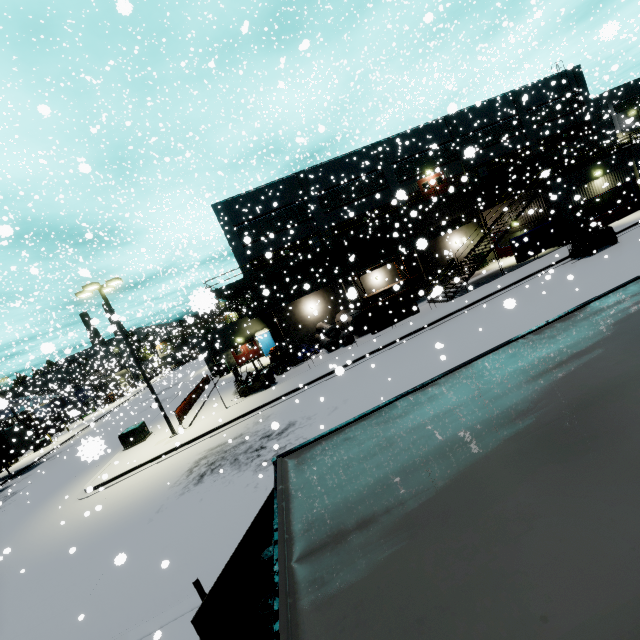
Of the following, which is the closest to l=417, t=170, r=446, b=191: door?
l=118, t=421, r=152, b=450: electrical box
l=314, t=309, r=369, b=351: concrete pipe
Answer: l=314, t=309, r=369, b=351: concrete pipe

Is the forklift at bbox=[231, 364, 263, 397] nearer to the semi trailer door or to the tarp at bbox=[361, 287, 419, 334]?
the tarp at bbox=[361, 287, 419, 334]

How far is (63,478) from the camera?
22.27m

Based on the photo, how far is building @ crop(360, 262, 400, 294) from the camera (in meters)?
30.69

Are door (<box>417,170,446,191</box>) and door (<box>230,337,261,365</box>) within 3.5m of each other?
no

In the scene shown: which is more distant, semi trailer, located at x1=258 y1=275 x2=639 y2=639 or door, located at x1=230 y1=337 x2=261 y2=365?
door, located at x1=230 y1=337 x2=261 y2=365

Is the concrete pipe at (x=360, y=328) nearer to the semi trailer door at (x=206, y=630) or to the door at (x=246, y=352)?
the door at (x=246, y=352)

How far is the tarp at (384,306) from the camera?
21.88m
